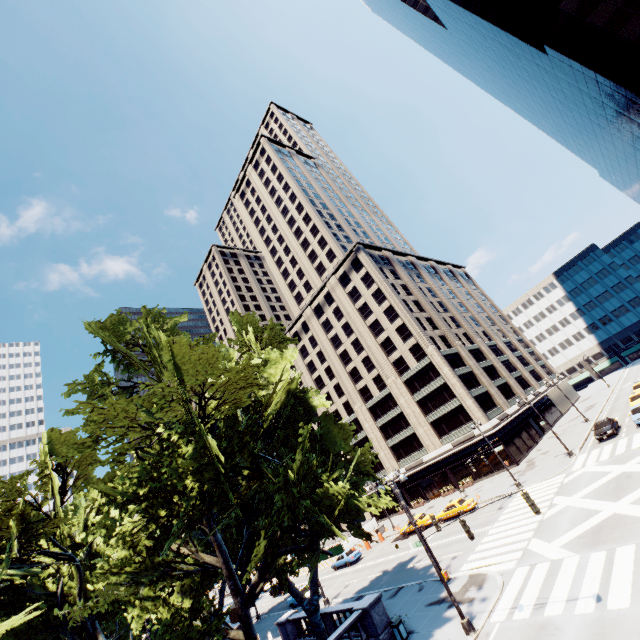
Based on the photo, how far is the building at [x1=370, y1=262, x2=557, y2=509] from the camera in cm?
4688

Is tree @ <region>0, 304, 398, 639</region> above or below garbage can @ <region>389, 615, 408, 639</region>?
above

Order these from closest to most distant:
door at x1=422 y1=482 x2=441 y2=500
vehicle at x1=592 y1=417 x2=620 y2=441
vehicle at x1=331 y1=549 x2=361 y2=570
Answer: vehicle at x1=592 y1=417 x2=620 y2=441, vehicle at x1=331 y1=549 x2=361 y2=570, door at x1=422 y1=482 x2=441 y2=500

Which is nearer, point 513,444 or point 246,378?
point 246,378

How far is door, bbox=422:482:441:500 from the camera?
51.5m

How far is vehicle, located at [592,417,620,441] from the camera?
32.72m

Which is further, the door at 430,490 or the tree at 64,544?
the door at 430,490

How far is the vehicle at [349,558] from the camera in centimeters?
4028cm
